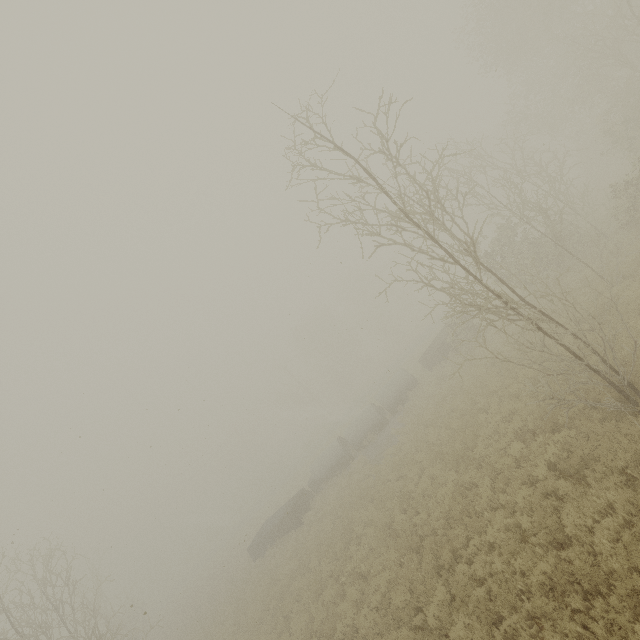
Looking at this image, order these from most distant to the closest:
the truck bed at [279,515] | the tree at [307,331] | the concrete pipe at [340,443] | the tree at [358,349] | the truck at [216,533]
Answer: the truck at [216,533] → the tree at [358,349] → the tree at [307,331] → the concrete pipe at [340,443] → the truck bed at [279,515]

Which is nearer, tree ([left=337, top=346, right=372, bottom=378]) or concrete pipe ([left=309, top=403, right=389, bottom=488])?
concrete pipe ([left=309, top=403, right=389, bottom=488])

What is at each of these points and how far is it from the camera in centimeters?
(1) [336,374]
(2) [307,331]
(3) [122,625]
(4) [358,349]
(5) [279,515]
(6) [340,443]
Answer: (1) tree, 5547cm
(2) tree, 5884cm
(3) tree, 2697cm
(4) tree, 5562cm
(5) truck bed, 2691cm
(6) concrete pipe, 2662cm

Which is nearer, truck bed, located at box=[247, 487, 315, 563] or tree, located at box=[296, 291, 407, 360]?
truck bed, located at box=[247, 487, 315, 563]

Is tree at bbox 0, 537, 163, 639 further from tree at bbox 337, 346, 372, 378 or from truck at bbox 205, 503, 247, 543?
tree at bbox 337, 346, 372, 378

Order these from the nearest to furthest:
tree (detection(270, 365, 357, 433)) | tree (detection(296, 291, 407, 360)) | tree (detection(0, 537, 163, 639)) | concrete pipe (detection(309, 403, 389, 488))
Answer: tree (detection(0, 537, 163, 639))
concrete pipe (detection(309, 403, 389, 488))
tree (detection(296, 291, 407, 360))
tree (detection(270, 365, 357, 433))

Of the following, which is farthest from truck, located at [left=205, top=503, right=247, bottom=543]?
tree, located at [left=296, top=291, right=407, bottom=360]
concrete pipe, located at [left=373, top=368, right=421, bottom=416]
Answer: concrete pipe, located at [left=373, top=368, right=421, bottom=416]

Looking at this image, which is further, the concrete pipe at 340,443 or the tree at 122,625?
the concrete pipe at 340,443
